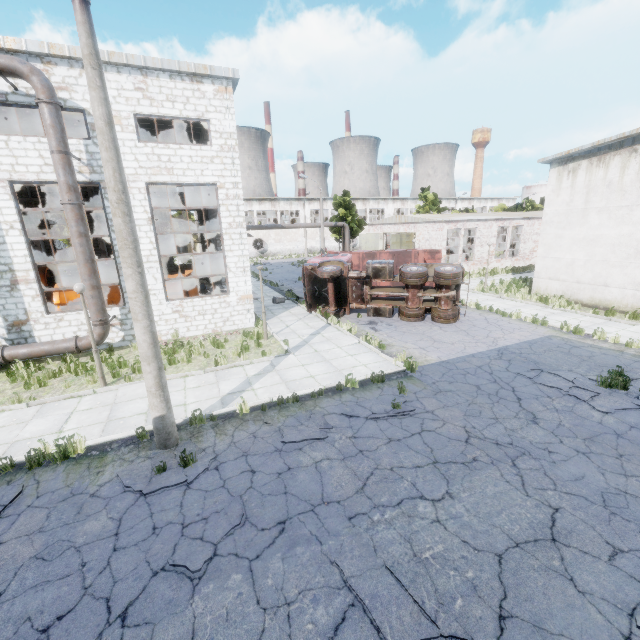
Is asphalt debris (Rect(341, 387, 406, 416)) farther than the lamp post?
Yes

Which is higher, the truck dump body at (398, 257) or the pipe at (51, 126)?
the pipe at (51, 126)

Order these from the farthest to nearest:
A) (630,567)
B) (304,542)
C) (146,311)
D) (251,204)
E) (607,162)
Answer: (251,204), (607,162), (146,311), (304,542), (630,567)

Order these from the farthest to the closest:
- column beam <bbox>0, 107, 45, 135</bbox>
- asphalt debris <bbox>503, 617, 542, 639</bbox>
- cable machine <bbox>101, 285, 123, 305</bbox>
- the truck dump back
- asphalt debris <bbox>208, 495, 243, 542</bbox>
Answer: the truck dump back
cable machine <bbox>101, 285, 123, 305</bbox>
column beam <bbox>0, 107, 45, 135</bbox>
asphalt debris <bbox>208, 495, 243, 542</bbox>
asphalt debris <bbox>503, 617, 542, 639</bbox>

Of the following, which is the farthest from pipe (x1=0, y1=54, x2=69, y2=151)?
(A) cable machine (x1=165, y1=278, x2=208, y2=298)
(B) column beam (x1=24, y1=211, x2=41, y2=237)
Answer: (B) column beam (x1=24, y1=211, x2=41, y2=237)

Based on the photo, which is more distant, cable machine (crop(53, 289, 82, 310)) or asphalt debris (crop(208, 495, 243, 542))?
cable machine (crop(53, 289, 82, 310))

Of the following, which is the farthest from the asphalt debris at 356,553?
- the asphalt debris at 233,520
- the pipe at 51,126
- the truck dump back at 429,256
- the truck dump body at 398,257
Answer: the truck dump back at 429,256

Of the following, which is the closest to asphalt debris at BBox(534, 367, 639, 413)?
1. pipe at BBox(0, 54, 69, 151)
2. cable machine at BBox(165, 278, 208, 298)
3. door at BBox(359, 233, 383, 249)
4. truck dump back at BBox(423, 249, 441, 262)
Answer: truck dump back at BBox(423, 249, 441, 262)
